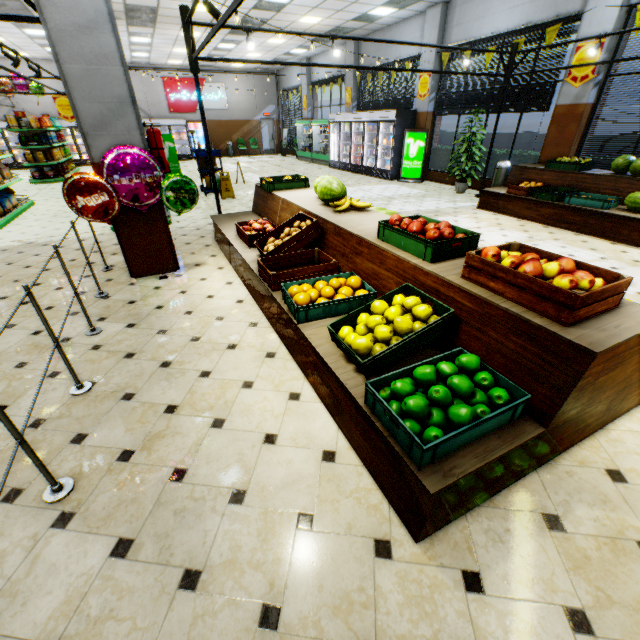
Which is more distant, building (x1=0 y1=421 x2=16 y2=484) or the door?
the door

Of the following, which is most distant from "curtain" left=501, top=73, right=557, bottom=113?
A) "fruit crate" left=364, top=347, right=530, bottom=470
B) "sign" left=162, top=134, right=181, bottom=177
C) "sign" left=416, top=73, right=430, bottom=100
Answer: "sign" left=162, top=134, right=181, bottom=177

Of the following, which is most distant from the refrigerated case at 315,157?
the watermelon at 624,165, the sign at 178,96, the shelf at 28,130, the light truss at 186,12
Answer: the watermelon at 624,165

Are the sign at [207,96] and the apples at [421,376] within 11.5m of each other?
no

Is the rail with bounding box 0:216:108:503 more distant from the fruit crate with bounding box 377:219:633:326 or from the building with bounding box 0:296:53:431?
the fruit crate with bounding box 377:219:633:326

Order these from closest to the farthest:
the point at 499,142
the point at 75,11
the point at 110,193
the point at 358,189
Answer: the point at 75,11, the point at 110,193, the point at 358,189, the point at 499,142

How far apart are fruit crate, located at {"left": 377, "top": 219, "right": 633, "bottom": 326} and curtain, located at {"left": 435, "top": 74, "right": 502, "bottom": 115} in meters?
8.4

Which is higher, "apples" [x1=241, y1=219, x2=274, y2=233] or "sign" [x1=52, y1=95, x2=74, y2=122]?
"sign" [x1=52, y1=95, x2=74, y2=122]
